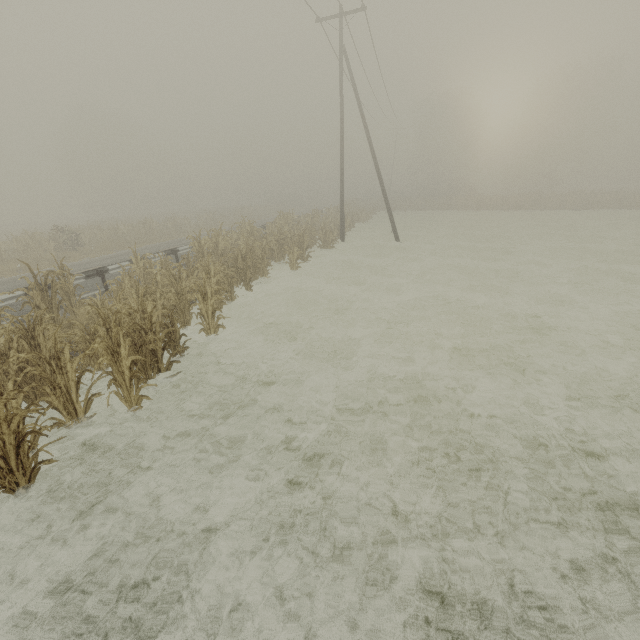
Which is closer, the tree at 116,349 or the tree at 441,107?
the tree at 116,349

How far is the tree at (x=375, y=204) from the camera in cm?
2846

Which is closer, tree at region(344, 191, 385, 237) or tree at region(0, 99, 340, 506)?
tree at region(0, 99, 340, 506)

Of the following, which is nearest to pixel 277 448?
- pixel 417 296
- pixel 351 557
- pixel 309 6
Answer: pixel 351 557

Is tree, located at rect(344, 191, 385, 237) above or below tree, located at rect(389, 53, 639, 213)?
below

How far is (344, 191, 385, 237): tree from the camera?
28.5 meters

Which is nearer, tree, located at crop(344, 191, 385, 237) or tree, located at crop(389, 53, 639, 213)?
tree, located at crop(344, 191, 385, 237)
